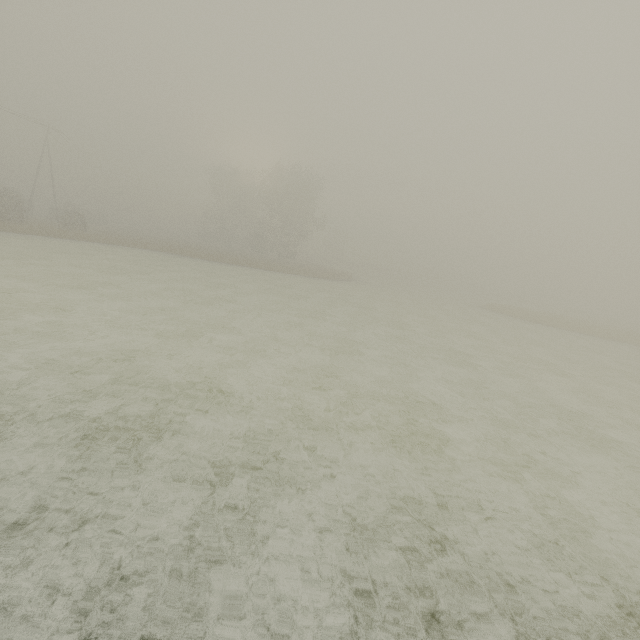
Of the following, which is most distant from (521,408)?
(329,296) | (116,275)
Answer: (116,275)
